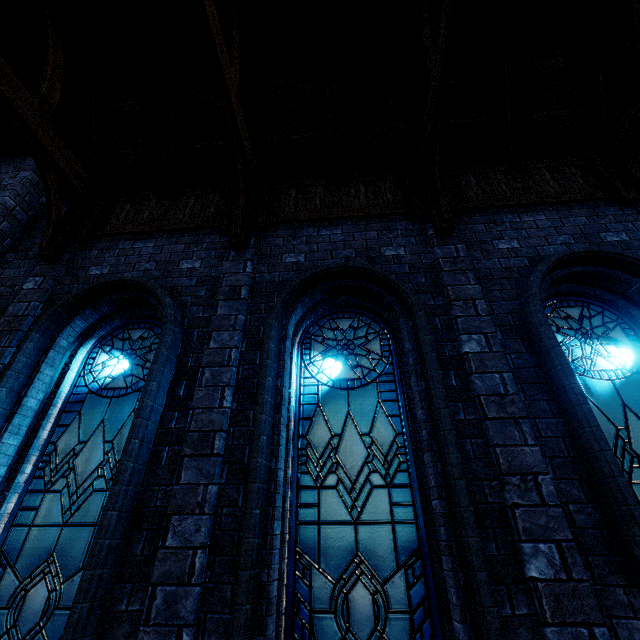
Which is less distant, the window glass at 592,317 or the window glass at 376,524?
the window glass at 376,524

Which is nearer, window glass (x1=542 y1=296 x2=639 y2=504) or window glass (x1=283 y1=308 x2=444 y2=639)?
window glass (x1=283 y1=308 x2=444 y2=639)

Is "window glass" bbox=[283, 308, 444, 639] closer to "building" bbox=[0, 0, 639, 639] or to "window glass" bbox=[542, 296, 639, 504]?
"building" bbox=[0, 0, 639, 639]

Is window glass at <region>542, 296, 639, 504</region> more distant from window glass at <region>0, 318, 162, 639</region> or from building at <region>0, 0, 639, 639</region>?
window glass at <region>0, 318, 162, 639</region>

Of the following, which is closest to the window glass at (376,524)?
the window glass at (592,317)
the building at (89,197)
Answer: the building at (89,197)

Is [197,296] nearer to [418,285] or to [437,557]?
[418,285]

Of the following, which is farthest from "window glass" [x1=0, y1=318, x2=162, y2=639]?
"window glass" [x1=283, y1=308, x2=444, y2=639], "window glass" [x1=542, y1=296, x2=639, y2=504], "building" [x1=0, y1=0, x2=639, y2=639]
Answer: "window glass" [x1=542, y1=296, x2=639, y2=504]
